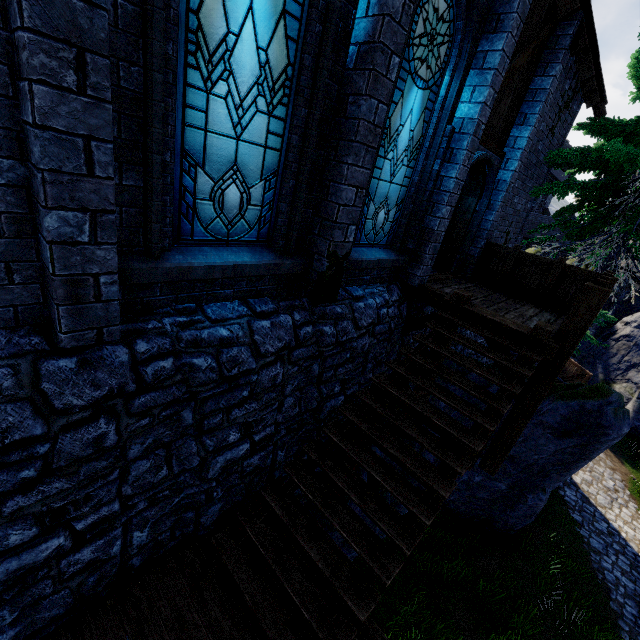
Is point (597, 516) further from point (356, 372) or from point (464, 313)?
point (356, 372)

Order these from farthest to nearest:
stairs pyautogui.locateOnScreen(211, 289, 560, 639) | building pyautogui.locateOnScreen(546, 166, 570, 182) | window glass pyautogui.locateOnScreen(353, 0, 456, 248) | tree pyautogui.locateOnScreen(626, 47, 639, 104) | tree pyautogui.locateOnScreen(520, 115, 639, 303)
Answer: building pyautogui.locateOnScreen(546, 166, 570, 182) → tree pyautogui.locateOnScreen(626, 47, 639, 104) → tree pyautogui.locateOnScreen(520, 115, 639, 303) → window glass pyautogui.locateOnScreen(353, 0, 456, 248) → stairs pyautogui.locateOnScreen(211, 289, 560, 639)

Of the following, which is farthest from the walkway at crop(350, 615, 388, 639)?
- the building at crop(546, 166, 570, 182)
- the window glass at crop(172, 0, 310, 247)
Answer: the building at crop(546, 166, 570, 182)

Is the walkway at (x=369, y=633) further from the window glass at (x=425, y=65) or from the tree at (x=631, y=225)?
the tree at (x=631, y=225)

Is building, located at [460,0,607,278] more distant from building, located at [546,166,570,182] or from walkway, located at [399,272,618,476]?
building, located at [546,166,570,182]

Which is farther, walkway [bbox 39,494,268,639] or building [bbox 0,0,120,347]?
walkway [bbox 39,494,268,639]

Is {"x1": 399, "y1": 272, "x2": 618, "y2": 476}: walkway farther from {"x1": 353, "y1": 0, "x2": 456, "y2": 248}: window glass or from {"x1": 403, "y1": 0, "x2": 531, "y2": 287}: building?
{"x1": 353, "y1": 0, "x2": 456, "y2": 248}: window glass

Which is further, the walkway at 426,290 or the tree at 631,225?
the tree at 631,225
